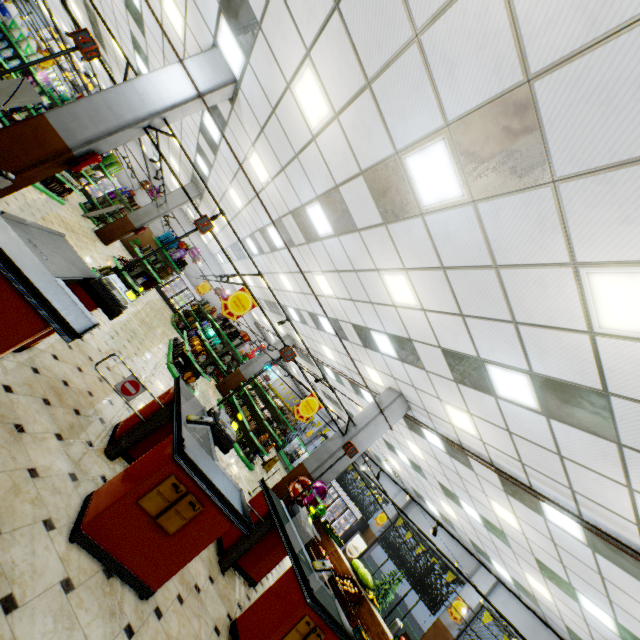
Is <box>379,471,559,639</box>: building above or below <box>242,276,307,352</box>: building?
below

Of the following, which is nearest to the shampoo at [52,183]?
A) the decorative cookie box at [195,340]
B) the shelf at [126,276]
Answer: the shelf at [126,276]

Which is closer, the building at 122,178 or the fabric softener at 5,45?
the fabric softener at 5,45

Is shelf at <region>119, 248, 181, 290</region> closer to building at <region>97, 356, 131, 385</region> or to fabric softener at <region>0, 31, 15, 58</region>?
building at <region>97, 356, 131, 385</region>

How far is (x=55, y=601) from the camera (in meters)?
2.03

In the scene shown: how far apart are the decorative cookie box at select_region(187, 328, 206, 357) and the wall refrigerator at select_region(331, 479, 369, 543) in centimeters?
1227cm

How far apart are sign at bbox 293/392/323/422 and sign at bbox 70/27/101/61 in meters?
7.3

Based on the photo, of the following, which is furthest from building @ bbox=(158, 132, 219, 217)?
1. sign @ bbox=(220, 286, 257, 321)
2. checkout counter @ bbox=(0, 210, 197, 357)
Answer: sign @ bbox=(220, 286, 257, 321)
